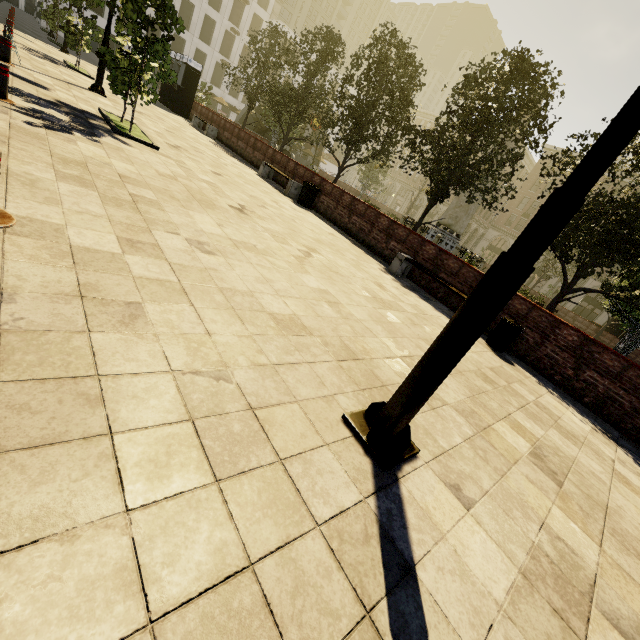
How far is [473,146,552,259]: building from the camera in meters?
50.2 m

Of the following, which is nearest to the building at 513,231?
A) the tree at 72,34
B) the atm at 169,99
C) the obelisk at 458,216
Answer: the tree at 72,34

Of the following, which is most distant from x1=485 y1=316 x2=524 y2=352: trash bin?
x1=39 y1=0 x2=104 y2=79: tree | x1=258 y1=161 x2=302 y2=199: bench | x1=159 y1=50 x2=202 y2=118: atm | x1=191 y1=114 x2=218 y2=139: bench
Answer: x1=159 y1=50 x2=202 y2=118: atm

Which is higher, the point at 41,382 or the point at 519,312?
the point at 519,312

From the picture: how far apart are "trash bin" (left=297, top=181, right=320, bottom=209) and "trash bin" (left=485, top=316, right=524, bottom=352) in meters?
8.1

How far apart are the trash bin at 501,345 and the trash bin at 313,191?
8.1m

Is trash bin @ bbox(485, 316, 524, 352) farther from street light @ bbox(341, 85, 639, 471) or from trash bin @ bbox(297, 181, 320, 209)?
trash bin @ bbox(297, 181, 320, 209)
